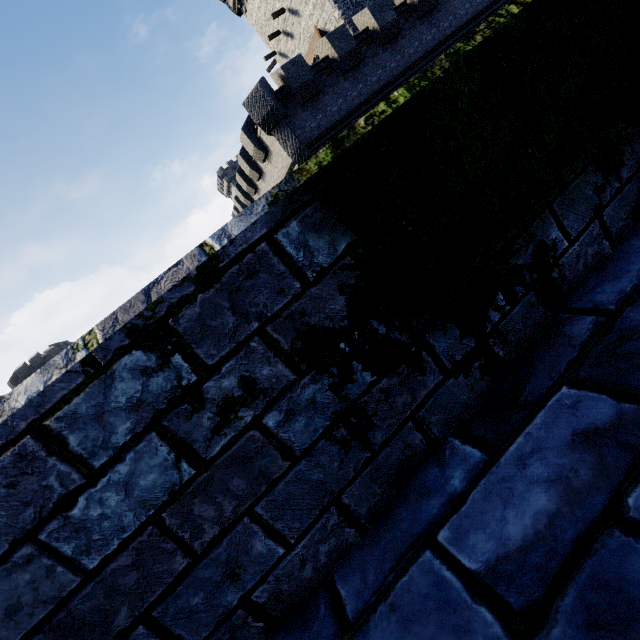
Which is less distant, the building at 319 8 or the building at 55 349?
the building at 319 8

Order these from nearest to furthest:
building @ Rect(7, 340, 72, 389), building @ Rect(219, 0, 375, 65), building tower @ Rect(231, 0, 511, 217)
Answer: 1. building tower @ Rect(231, 0, 511, 217)
2. building @ Rect(219, 0, 375, 65)
3. building @ Rect(7, 340, 72, 389)

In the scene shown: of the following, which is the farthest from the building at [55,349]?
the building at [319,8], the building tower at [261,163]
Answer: the building at [319,8]

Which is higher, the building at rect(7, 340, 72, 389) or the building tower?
the building at rect(7, 340, 72, 389)

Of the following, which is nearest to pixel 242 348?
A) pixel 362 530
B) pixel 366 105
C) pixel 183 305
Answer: pixel 183 305

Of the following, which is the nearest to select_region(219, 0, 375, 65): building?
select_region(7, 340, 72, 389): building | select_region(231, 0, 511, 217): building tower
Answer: select_region(231, 0, 511, 217): building tower

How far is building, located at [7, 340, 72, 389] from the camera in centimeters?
4609cm
